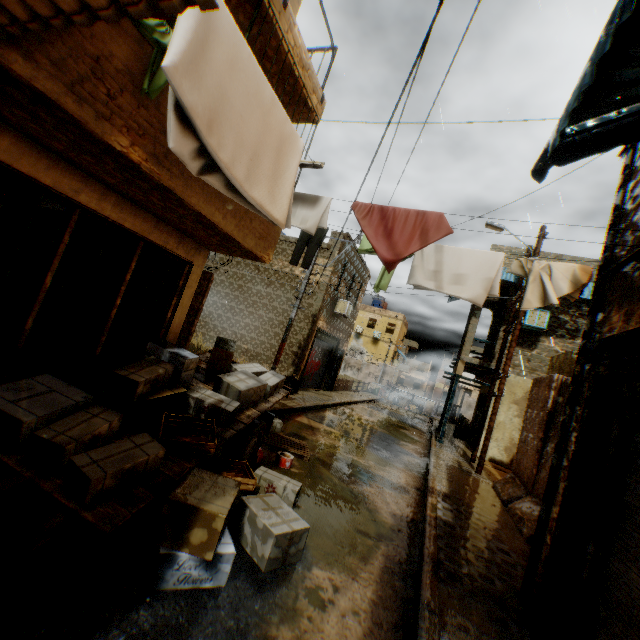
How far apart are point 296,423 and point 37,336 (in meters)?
7.14

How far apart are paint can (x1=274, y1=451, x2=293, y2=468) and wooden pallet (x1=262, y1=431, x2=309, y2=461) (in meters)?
0.28

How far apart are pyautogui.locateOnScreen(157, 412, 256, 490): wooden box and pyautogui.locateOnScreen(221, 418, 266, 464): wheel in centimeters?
69cm

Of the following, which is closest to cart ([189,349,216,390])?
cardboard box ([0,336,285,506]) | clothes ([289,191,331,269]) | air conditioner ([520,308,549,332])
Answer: cardboard box ([0,336,285,506])

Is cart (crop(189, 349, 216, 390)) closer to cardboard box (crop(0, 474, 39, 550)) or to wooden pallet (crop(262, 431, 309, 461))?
cardboard box (crop(0, 474, 39, 550))

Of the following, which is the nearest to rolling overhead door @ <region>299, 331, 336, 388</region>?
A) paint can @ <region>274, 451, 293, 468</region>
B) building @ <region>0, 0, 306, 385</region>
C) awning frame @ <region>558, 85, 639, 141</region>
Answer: building @ <region>0, 0, 306, 385</region>

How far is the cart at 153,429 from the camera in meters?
3.6 m

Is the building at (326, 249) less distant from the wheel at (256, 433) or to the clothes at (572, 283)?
the clothes at (572, 283)
